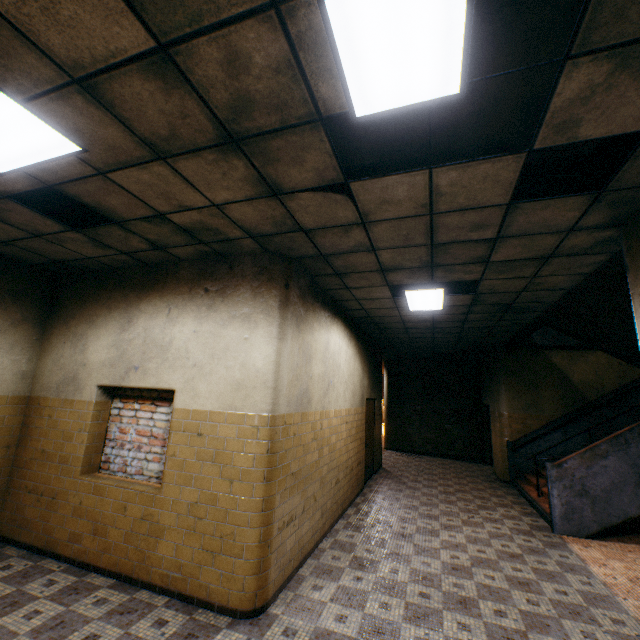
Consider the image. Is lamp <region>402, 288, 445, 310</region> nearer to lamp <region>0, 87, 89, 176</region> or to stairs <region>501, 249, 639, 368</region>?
stairs <region>501, 249, 639, 368</region>

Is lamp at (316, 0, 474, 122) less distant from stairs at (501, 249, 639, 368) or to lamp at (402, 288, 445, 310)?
stairs at (501, 249, 639, 368)

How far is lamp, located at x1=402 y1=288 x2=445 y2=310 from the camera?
5.3 meters

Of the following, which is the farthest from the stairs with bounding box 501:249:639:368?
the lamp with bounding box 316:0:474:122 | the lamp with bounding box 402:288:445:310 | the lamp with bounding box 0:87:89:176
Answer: the lamp with bounding box 0:87:89:176

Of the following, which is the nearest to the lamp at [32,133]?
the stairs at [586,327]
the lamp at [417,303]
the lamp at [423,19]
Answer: the lamp at [423,19]

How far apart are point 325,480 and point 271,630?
2.28m

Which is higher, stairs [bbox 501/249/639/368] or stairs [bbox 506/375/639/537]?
stairs [bbox 501/249/639/368]

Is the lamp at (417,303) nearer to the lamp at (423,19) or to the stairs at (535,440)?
the stairs at (535,440)
